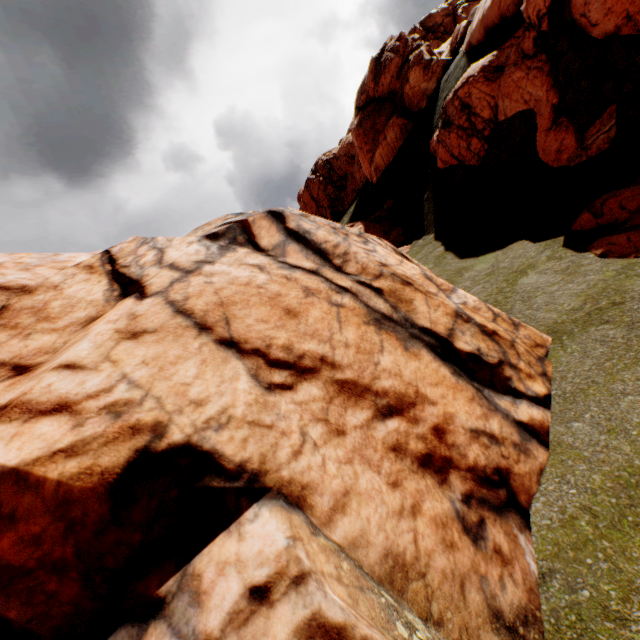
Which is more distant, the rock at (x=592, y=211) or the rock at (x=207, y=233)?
the rock at (x=592, y=211)

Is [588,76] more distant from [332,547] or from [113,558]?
[113,558]

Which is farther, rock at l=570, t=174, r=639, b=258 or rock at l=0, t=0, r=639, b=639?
rock at l=570, t=174, r=639, b=258
